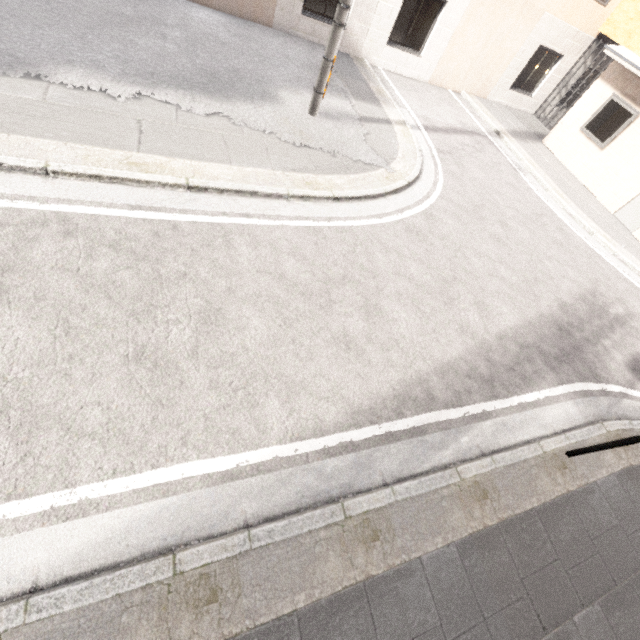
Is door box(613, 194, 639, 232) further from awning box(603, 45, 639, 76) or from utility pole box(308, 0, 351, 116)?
utility pole box(308, 0, 351, 116)

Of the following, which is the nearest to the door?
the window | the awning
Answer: the awning

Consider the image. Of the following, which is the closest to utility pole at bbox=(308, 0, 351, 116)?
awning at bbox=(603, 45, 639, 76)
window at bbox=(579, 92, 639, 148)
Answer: awning at bbox=(603, 45, 639, 76)

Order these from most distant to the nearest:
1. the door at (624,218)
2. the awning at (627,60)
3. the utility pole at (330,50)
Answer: the door at (624,218) → the awning at (627,60) → the utility pole at (330,50)

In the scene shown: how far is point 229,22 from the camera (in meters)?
8.75

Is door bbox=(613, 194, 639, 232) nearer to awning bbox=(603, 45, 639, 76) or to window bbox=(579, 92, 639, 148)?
awning bbox=(603, 45, 639, 76)

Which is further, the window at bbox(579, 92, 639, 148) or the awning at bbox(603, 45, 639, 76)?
the window at bbox(579, 92, 639, 148)

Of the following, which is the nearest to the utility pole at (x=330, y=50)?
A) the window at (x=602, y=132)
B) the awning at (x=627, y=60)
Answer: the awning at (x=627, y=60)
